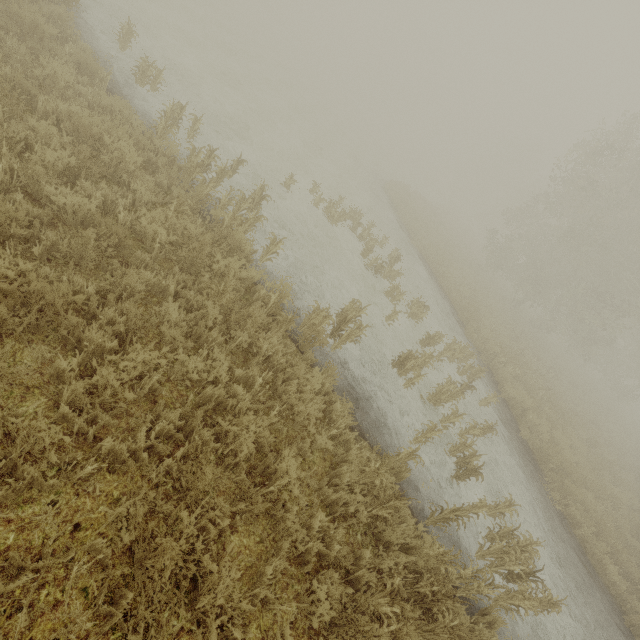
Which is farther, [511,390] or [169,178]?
[511,390]

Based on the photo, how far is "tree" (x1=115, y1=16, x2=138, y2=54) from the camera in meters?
8.4 m

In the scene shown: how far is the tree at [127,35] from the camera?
8.38m
